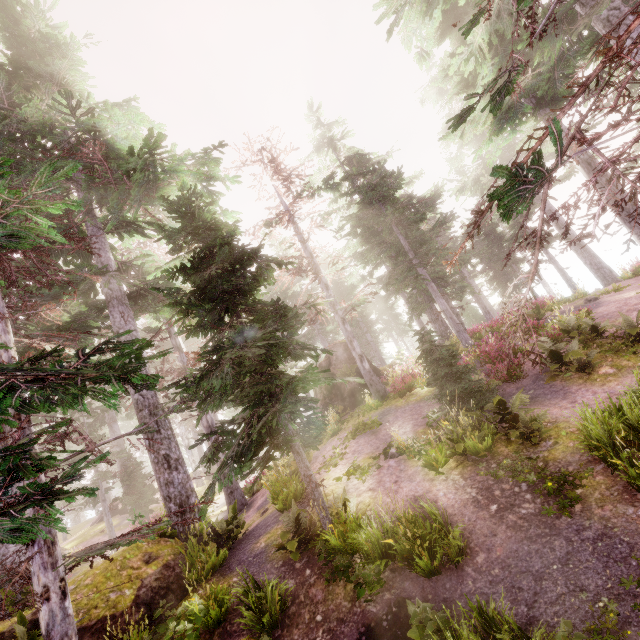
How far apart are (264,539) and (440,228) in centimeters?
2240cm

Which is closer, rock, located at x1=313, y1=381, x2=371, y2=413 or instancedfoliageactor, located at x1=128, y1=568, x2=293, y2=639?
instancedfoliageactor, located at x1=128, y1=568, x2=293, y2=639

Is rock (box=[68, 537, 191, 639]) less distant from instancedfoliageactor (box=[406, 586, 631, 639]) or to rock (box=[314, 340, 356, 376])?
instancedfoliageactor (box=[406, 586, 631, 639])

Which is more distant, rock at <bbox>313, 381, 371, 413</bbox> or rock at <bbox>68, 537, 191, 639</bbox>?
rock at <bbox>313, 381, 371, 413</bbox>

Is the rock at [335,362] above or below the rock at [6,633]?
above

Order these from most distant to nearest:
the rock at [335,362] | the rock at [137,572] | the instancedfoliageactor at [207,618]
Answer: the rock at [335,362] → the rock at [137,572] → the instancedfoliageactor at [207,618]

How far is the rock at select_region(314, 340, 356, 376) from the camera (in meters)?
21.36
